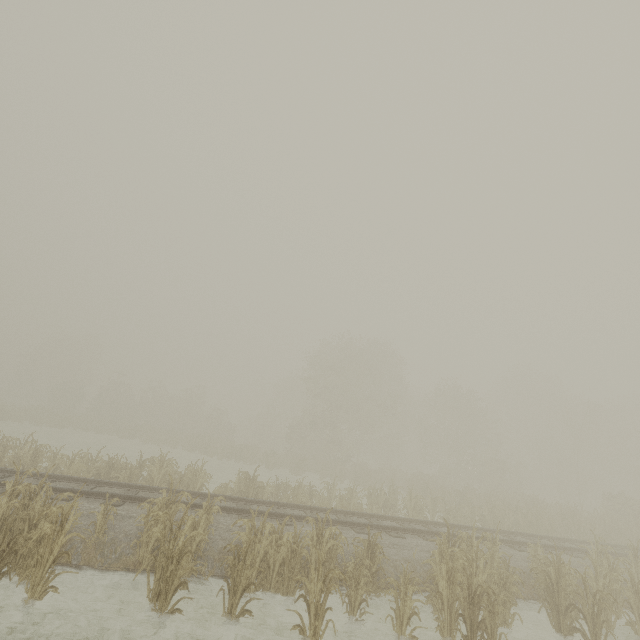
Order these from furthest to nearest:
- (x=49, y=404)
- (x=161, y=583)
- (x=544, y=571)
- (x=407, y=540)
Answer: (x=49, y=404), (x=407, y=540), (x=544, y=571), (x=161, y=583)
